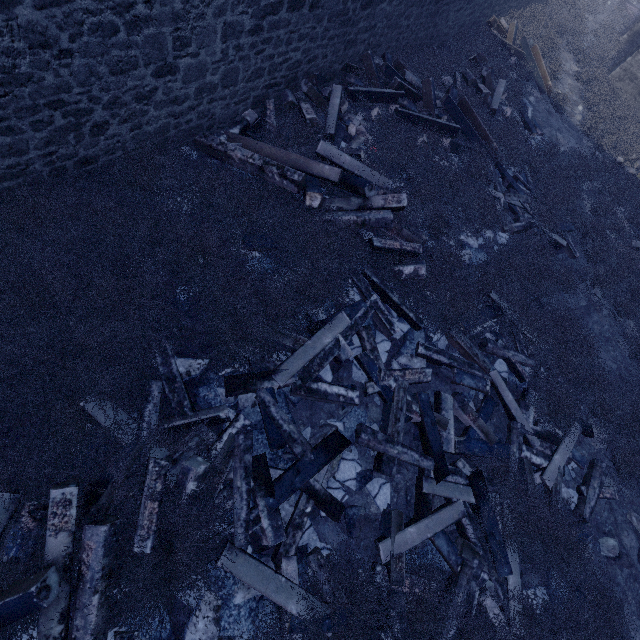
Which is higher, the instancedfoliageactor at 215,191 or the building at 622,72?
the building at 622,72

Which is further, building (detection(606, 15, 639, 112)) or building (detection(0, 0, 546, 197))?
building (detection(606, 15, 639, 112))

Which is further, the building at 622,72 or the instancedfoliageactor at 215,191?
the building at 622,72

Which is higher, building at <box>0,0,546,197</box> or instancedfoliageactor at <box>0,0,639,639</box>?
building at <box>0,0,546,197</box>

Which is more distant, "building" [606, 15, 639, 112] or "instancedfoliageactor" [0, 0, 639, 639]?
"building" [606, 15, 639, 112]

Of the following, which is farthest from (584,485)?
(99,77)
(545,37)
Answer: (545,37)
